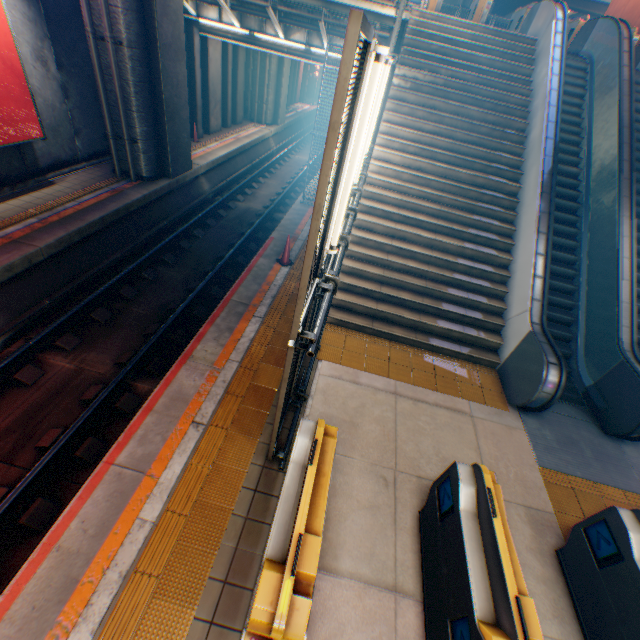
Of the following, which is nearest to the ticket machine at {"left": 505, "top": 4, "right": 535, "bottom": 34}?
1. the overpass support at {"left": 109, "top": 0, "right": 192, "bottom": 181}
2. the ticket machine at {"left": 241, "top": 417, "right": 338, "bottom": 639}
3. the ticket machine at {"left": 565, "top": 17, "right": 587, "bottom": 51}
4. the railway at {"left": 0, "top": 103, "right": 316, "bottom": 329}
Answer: the ticket machine at {"left": 565, "top": 17, "right": 587, "bottom": 51}

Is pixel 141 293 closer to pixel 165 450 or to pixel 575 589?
pixel 165 450

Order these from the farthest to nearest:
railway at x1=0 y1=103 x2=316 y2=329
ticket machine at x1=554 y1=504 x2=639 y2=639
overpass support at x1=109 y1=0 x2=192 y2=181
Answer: overpass support at x1=109 y1=0 x2=192 y2=181, railway at x1=0 y1=103 x2=316 y2=329, ticket machine at x1=554 y1=504 x2=639 y2=639

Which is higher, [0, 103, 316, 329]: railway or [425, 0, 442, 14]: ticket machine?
[425, 0, 442, 14]: ticket machine

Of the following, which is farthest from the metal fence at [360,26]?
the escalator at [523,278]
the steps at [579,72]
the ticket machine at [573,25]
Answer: the ticket machine at [573,25]

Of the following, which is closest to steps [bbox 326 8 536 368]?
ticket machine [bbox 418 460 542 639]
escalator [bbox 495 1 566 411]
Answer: escalator [bbox 495 1 566 411]

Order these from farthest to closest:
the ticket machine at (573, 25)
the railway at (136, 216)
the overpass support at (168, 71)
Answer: the ticket machine at (573, 25)
the overpass support at (168, 71)
the railway at (136, 216)

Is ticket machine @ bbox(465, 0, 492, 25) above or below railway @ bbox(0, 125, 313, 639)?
above
